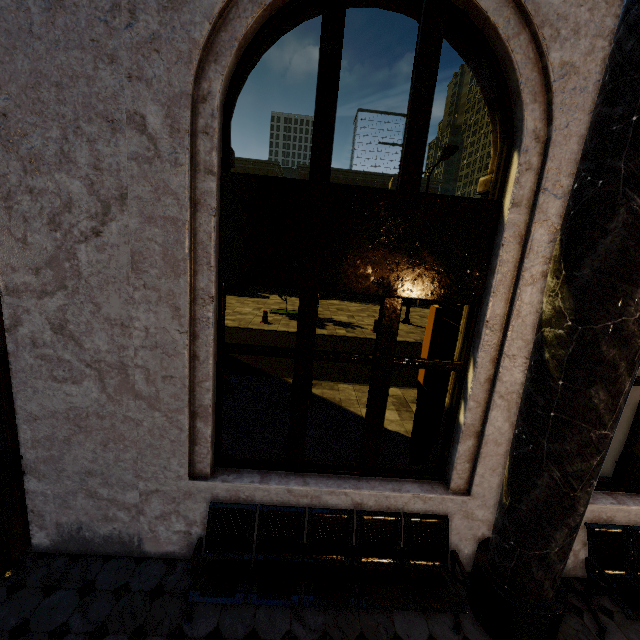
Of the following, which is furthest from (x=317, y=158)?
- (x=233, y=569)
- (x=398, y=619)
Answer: (x=398, y=619)

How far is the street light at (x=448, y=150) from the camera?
12.93m

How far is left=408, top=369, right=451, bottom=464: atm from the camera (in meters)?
4.34

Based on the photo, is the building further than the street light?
No

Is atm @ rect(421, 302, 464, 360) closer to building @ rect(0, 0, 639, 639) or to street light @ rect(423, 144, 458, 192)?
building @ rect(0, 0, 639, 639)

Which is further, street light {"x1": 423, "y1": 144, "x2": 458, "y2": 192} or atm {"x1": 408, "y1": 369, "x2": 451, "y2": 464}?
street light {"x1": 423, "y1": 144, "x2": 458, "y2": 192}

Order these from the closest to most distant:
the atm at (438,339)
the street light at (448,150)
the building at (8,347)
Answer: the building at (8,347)
the atm at (438,339)
the street light at (448,150)
